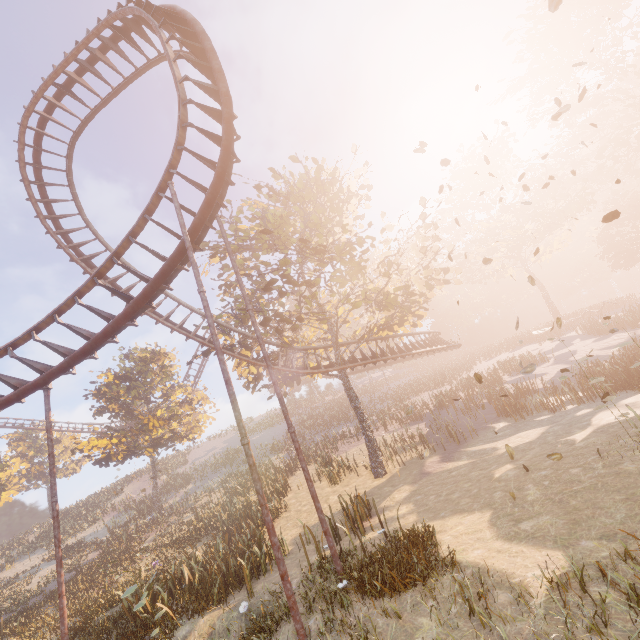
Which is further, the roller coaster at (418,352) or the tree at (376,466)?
the roller coaster at (418,352)

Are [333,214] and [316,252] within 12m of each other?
yes

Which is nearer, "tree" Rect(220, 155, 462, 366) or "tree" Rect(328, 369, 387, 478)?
"tree" Rect(220, 155, 462, 366)

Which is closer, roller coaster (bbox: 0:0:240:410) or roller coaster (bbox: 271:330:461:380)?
roller coaster (bbox: 0:0:240:410)

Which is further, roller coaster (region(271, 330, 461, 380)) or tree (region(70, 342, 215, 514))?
tree (region(70, 342, 215, 514))

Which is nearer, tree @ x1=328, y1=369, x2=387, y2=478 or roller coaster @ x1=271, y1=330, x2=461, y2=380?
tree @ x1=328, y1=369, x2=387, y2=478

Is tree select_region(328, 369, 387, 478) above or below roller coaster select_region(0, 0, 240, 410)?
below

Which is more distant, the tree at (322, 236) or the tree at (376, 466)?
the tree at (376, 466)
